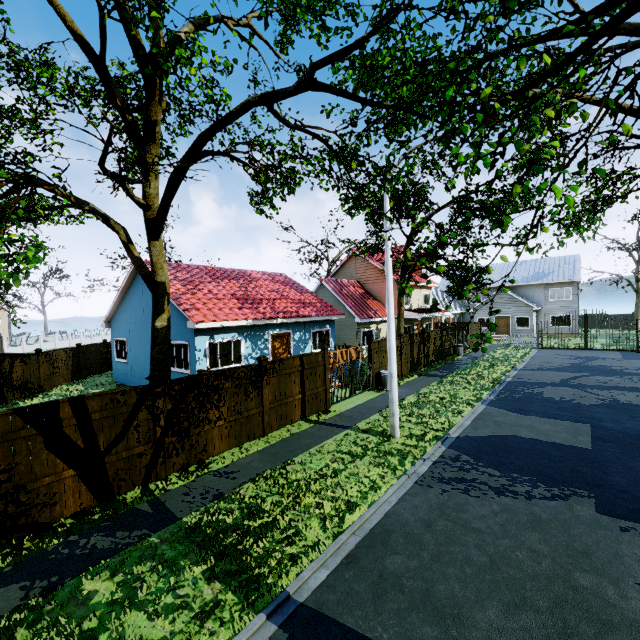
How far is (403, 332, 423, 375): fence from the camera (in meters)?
18.89

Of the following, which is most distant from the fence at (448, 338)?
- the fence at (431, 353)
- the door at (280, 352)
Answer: the door at (280, 352)

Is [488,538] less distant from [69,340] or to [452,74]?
[452,74]

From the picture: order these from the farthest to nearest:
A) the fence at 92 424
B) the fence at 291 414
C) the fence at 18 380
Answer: the fence at 18 380, the fence at 291 414, the fence at 92 424

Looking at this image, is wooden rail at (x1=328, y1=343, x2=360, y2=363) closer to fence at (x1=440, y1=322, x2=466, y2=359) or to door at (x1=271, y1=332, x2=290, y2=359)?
door at (x1=271, y1=332, x2=290, y2=359)

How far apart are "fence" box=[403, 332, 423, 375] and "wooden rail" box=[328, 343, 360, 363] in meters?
2.6

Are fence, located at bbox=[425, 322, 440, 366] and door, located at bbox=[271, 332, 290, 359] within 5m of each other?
no

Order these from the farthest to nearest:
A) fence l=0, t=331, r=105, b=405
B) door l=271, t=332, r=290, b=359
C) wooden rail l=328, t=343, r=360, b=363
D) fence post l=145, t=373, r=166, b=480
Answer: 1. wooden rail l=328, t=343, r=360, b=363
2. door l=271, t=332, r=290, b=359
3. fence l=0, t=331, r=105, b=405
4. fence post l=145, t=373, r=166, b=480
